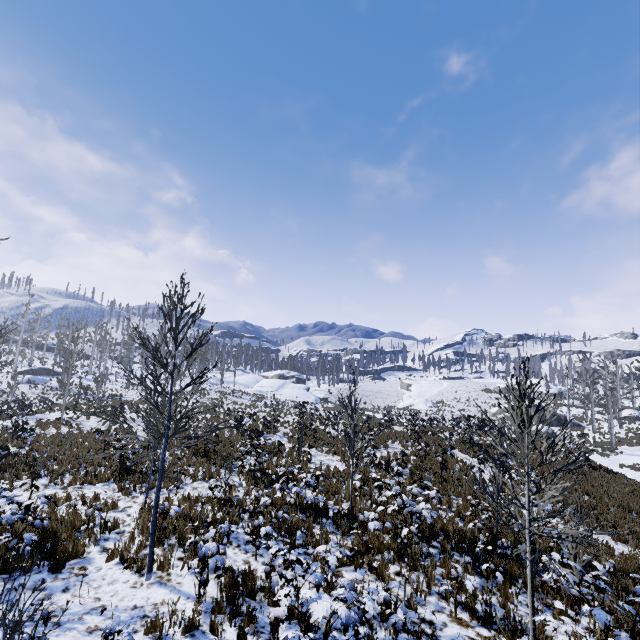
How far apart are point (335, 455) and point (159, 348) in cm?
1178
